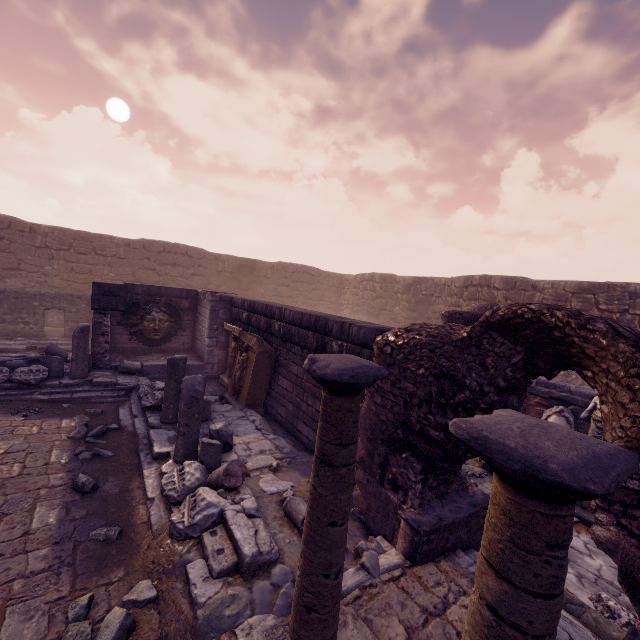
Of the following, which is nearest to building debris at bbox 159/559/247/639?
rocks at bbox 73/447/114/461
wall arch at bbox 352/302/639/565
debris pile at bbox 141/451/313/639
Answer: debris pile at bbox 141/451/313/639

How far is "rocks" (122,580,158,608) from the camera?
3.11m

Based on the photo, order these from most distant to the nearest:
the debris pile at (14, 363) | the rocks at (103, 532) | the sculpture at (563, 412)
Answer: the debris pile at (14, 363)
the sculpture at (563, 412)
the rocks at (103, 532)

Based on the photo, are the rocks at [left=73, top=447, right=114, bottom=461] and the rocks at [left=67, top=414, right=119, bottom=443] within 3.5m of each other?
yes

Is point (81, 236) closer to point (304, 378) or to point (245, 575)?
point (304, 378)

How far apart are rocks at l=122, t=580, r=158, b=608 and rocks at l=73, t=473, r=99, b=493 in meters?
1.7 m

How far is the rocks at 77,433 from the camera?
5.83m

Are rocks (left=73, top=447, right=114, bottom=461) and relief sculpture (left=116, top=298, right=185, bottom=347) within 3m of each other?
no
